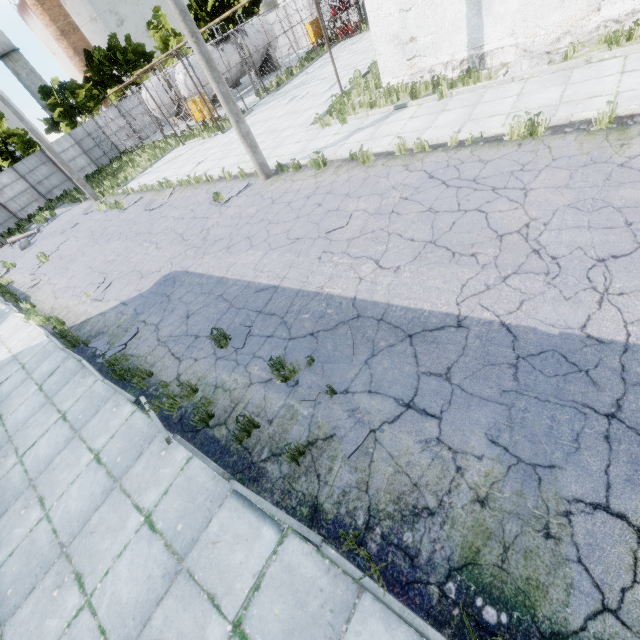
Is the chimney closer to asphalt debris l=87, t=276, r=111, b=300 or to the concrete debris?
asphalt debris l=87, t=276, r=111, b=300

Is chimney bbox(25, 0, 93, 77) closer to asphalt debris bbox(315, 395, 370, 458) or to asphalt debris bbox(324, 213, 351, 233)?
asphalt debris bbox(324, 213, 351, 233)

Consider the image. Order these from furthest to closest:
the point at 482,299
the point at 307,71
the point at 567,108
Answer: the point at 307,71 < the point at 567,108 < the point at 482,299

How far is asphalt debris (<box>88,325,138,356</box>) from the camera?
7.7m

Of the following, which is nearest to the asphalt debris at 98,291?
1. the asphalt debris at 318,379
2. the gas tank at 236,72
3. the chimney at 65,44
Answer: the asphalt debris at 318,379

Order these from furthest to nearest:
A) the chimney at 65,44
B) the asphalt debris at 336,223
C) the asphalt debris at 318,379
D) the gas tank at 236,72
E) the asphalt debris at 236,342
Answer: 1. the chimney at 65,44
2. the gas tank at 236,72
3. the asphalt debris at 336,223
4. the asphalt debris at 236,342
5. the asphalt debris at 318,379

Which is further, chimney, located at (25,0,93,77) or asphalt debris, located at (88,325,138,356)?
chimney, located at (25,0,93,77)

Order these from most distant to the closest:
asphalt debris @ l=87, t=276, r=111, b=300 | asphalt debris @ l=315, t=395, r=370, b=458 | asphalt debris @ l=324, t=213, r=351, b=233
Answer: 1. asphalt debris @ l=87, t=276, r=111, b=300
2. asphalt debris @ l=324, t=213, r=351, b=233
3. asphalt debris @ l=315, t=395, r=370, b=458
